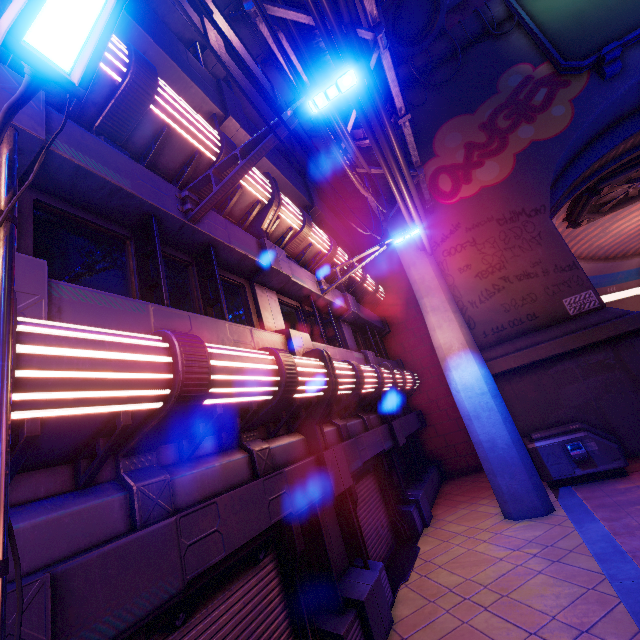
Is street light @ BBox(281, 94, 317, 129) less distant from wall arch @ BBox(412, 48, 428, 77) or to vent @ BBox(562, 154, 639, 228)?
wall arch @ BBox(412, 48, 428, 77)

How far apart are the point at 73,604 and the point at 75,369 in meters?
1.6 m

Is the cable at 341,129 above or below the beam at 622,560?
above

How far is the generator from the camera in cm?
862

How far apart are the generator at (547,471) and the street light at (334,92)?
10.3 meters

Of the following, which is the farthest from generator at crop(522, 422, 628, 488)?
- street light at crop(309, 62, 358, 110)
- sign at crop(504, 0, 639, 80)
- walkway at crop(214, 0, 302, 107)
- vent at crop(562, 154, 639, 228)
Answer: vent at crop(562, 154, 639, 228)

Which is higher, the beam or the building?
the building

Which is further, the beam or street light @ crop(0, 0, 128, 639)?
the beam
